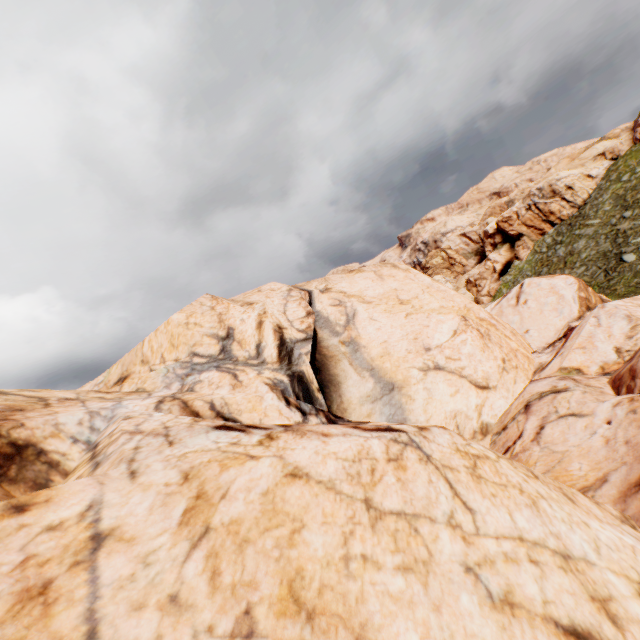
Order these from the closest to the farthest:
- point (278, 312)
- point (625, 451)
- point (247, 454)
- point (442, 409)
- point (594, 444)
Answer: point (247, 454) < point (625, 451) < point (594, 444) < point (442, 409) < point (278, 312)
